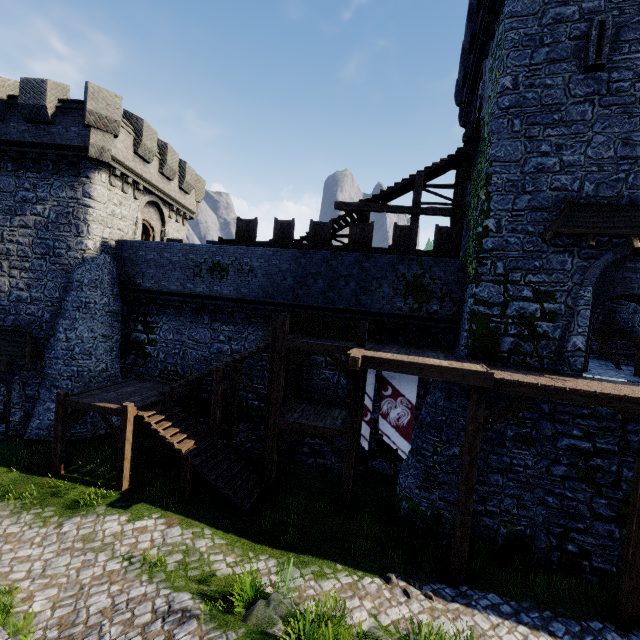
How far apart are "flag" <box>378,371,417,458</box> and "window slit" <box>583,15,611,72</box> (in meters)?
11.29

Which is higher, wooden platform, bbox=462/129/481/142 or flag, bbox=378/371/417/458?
wooden platform, bbox=462/129/481/142

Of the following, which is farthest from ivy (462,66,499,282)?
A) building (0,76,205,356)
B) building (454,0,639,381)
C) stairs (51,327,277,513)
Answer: building (0,76,205,356)

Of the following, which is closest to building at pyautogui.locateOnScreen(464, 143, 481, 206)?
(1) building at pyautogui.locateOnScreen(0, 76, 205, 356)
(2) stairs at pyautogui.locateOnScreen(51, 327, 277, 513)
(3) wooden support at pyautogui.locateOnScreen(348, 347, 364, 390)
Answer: (3) wooden support at pyautogui.locateOnScreen(348, 347, 364, 390)

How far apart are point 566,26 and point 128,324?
22.58m

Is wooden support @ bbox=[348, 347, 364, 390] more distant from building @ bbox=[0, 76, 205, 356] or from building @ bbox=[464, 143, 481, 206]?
building @ bbox=[0, 76, 205, 356]

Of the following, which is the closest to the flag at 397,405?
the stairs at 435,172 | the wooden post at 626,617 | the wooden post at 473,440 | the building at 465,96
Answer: the wooden post at 473,440

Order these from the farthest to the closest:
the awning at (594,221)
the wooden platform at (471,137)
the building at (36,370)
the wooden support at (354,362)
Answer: the building at (36,370) < the wooden platform at (471,137) < the awning at (594,221) < the wooden support at (354,362)
